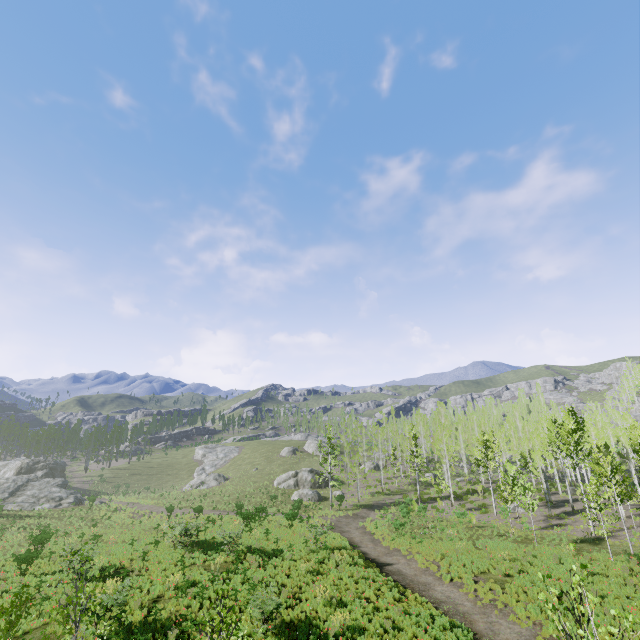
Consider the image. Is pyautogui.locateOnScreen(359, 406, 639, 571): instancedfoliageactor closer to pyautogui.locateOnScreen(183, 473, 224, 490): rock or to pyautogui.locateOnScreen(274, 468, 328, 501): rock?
pyautogui.locateOnScreen(274, 468, 328, 501): rock

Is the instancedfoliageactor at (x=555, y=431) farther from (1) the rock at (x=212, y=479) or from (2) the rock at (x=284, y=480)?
(1) the rock at (x=212, y=479)

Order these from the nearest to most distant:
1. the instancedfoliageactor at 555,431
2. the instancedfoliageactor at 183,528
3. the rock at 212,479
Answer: the instancedfoliageactor at 183,528 < the instancedfoliageactor at 555,431 < the rock at 212,479

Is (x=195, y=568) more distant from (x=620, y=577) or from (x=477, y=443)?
(x=477, y=443)

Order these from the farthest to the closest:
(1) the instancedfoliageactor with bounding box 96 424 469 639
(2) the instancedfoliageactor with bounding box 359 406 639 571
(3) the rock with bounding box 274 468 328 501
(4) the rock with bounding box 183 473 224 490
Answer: (4) the rock with bounding box 183 473 224 490 → (3) the rock with bounding box 274 468 328 501 → (2) the instancedfoliageactor with bounding box 359 406 639 571 → (1) the instancedfoliageactor with bounding box 96 424 469 639

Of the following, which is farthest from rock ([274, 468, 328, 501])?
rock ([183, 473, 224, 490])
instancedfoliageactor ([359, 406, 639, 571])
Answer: rock ([183, 473, 224, 490])

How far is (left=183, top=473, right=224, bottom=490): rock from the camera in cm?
5633
